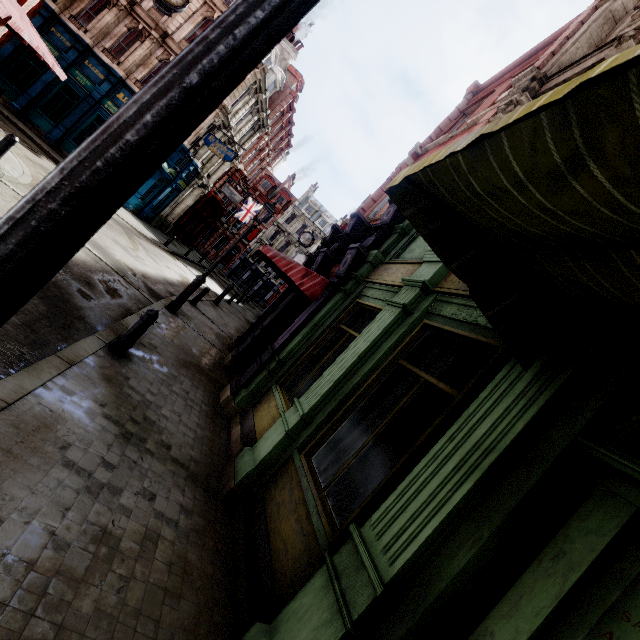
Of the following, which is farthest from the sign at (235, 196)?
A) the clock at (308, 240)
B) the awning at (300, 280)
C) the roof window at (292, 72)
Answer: the awning at (300, 280)

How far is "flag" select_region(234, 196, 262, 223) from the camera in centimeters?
3728cm

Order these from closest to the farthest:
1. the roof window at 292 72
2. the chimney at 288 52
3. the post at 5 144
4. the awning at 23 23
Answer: the awning at 23 23 → the post at 5 144 → the chimney at 288 52 → the roof window at 292 72

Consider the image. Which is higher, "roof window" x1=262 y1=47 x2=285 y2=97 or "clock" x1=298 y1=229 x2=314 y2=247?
"roof window" x1=262 y1=47 x2=285 y2=97

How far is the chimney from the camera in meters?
29.1 m

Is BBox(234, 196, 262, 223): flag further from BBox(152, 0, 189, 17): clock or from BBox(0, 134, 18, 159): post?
BBox(0, 134, 18, 159): post

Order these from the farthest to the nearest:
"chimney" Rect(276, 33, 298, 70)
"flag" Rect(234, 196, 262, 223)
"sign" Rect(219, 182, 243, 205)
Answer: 1. "flag" Rect(234, 196, 262, 223)
2. "sign" Rect(219, 182, 243, 205)
3. "chimney" Rect(276, 33, 298, 70)

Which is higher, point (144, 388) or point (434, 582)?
point (434, 582)
